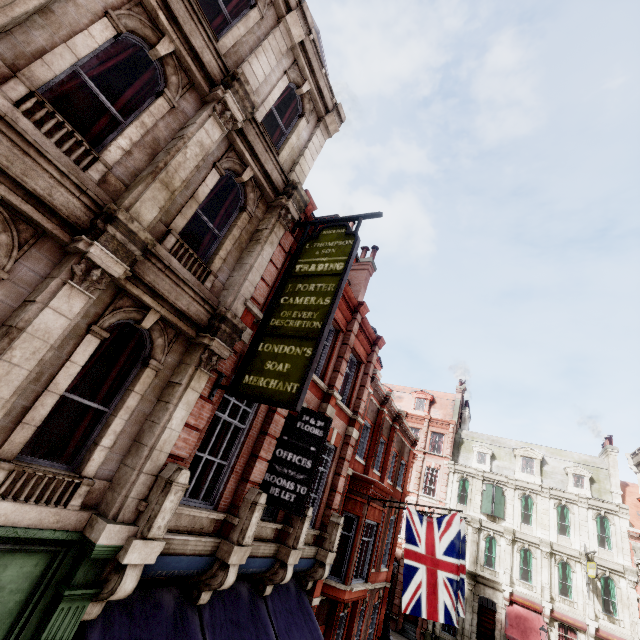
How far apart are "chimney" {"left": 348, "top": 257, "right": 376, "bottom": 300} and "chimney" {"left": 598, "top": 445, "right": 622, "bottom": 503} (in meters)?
28.33

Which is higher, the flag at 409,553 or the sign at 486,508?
the sign at 486,508

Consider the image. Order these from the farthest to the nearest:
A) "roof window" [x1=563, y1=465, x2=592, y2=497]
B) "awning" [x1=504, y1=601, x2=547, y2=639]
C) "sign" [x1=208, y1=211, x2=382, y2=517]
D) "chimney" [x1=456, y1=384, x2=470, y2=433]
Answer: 1. "chimney" [x1=456, y1=384, x2=470, y2=433]
2. "roof window" [x1=563, y1=465, x2=592, y2=497]
3. "awning" [x1=504, y1=601, x2=547, y2=639]
4. "sign" [x1=208, y1=211, x2=382, y2=517]

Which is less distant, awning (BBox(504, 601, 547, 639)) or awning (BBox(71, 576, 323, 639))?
awning (BBox(71, 576, 323, 639))

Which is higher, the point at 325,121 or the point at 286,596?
the point at 325,121

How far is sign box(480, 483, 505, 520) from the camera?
27.48m

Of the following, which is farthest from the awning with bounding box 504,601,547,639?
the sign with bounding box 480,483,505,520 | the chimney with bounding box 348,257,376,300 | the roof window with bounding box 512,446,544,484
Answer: the chimney with bounding box 348,257,376,300

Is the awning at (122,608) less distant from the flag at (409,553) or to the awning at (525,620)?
the flag at (409,553)
